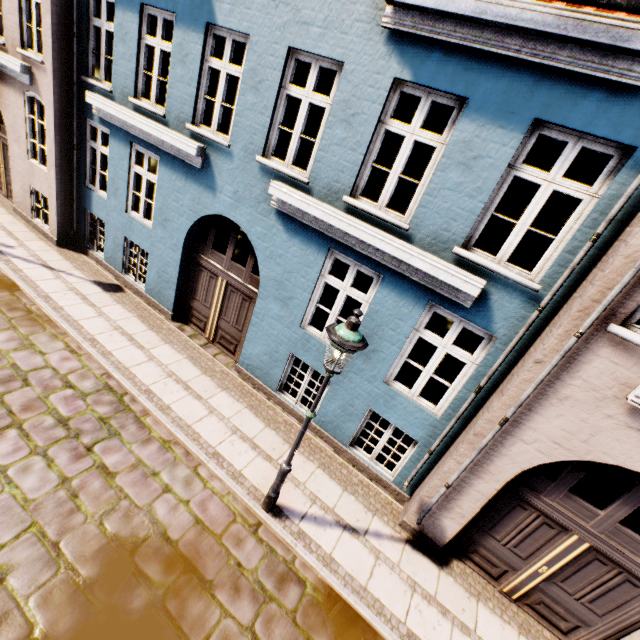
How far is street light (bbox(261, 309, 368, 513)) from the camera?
3.61m

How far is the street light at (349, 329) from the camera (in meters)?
3.61

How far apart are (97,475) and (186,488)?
1.3 meters
